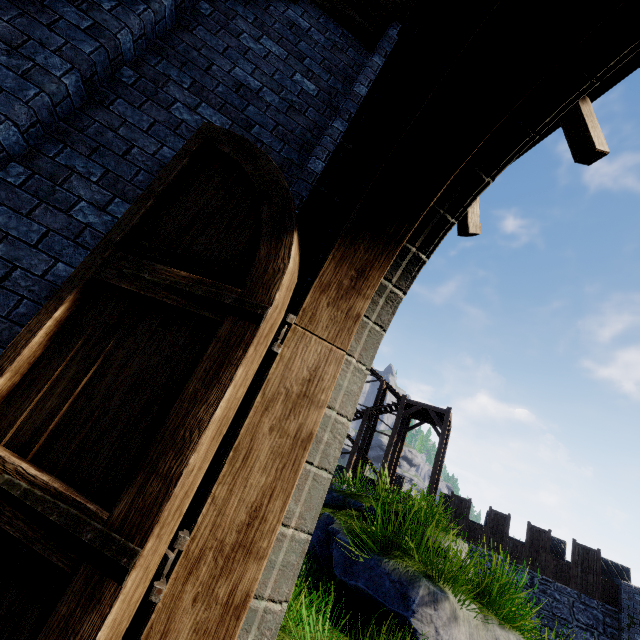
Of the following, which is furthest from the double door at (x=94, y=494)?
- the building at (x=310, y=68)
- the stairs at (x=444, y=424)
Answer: the stairs at (x=444, y=424)

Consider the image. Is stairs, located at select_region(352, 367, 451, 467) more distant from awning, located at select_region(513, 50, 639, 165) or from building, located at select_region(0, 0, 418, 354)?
awning, located at select_region(513, 50, 639, 165)

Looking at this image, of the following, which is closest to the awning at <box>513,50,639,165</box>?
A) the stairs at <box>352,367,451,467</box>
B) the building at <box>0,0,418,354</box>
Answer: the building at <box>0,0,418,354</box>

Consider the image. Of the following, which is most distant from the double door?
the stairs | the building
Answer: the stairs

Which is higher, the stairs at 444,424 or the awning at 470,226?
the stairs at 444,424

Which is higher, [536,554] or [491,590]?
[536,554]
